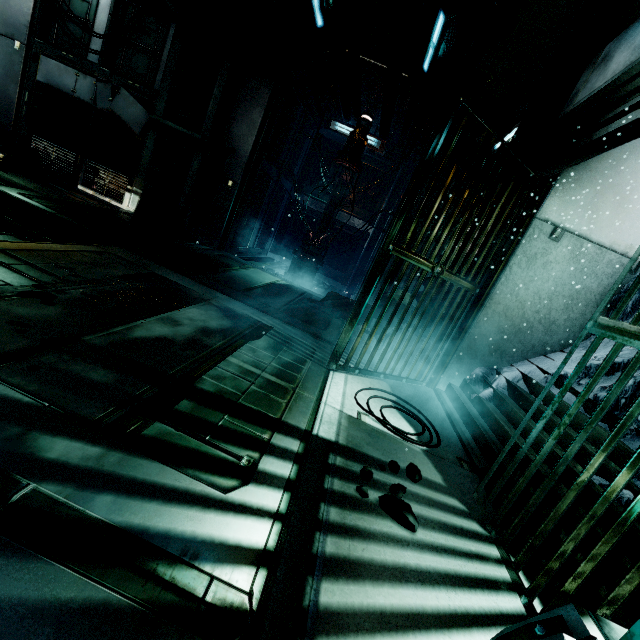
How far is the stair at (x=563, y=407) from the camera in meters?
2.5

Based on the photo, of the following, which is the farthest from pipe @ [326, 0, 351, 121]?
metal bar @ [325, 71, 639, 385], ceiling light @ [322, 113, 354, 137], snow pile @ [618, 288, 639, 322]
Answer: snow pile @ [618, 288, 639, 322]

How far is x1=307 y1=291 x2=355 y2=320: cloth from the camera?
6.4 meters

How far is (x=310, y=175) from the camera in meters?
11.0 m

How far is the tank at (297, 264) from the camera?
8.3 meters

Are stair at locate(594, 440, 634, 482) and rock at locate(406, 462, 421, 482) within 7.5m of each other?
yes

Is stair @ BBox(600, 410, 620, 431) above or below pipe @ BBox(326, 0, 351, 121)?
below

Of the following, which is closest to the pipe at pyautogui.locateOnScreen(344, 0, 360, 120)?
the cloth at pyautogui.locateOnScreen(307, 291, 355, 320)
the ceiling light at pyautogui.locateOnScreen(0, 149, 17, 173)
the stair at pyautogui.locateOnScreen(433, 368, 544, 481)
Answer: the cloth at pyautogui.locateOnScreen(307, 291, 355, 320)
